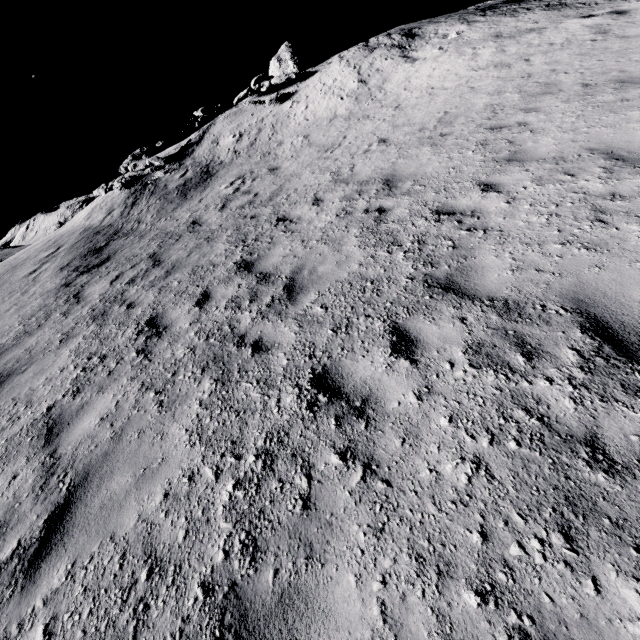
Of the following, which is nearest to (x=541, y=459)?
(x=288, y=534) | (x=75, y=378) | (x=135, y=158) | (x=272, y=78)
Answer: (x=288, y=534)

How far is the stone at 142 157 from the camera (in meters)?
17.62

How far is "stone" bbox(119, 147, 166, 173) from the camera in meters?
17.6
